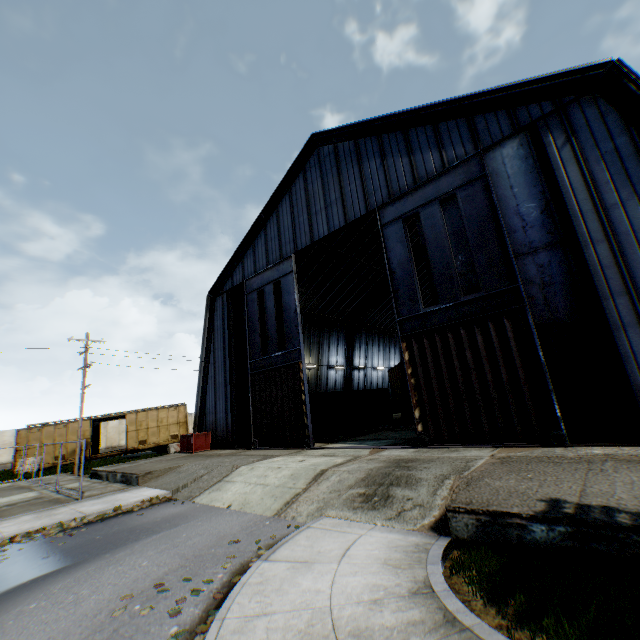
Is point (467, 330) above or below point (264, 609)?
above

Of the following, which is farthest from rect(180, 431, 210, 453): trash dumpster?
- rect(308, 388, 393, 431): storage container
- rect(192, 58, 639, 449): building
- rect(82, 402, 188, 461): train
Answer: rect(82, 402, 188, 461): train

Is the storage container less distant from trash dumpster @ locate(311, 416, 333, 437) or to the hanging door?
trash dumpster @ locate(311, 416, 333, 437)

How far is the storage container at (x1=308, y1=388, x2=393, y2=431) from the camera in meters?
23.9 m

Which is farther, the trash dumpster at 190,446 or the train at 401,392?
the train at 401,392

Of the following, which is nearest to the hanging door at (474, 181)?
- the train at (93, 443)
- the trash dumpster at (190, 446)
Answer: the trash dumpster at (190, 446)

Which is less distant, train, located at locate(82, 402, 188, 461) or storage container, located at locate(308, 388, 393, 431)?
storage container, located at locate(308, 388, 393, 431)

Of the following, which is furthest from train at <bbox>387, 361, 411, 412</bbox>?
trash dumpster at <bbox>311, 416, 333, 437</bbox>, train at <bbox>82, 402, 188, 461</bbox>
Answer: train at <bbox>82, 402, 188, 461</bbox>
